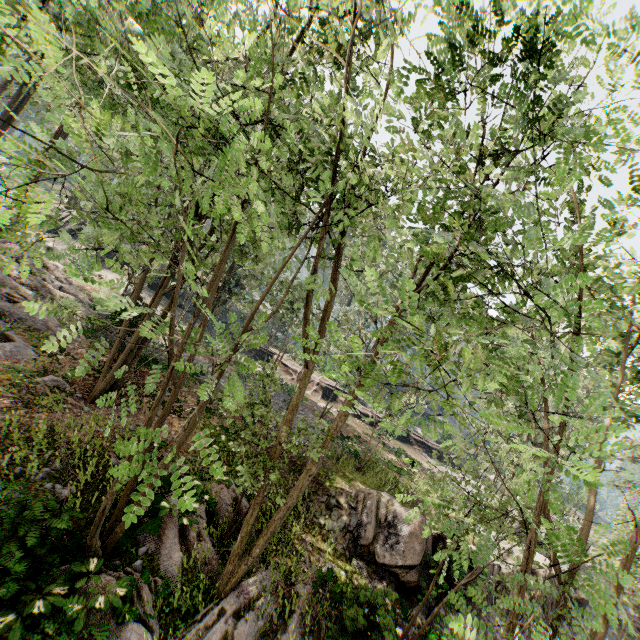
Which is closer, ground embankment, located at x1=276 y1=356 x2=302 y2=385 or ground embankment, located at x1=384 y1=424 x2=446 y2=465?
ground embankment, located at x1=384 y1=424 x2=446 y2=465

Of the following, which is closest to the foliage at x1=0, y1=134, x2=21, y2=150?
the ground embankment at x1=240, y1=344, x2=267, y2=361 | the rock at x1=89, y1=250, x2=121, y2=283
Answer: the ground embankment at x1=240, y1=344, x2=267, y2=361

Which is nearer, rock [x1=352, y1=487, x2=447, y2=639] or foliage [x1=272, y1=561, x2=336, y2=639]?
foliage [x1=272, y1=561, x2=336, y2=639]

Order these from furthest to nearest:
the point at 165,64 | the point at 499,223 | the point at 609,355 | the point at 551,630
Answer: the point at 609,355, the point at 499,223, the point at 551,630, the point at 165,64

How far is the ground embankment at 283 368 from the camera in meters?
35.1 m

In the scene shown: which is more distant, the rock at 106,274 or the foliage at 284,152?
the rock at 106,274

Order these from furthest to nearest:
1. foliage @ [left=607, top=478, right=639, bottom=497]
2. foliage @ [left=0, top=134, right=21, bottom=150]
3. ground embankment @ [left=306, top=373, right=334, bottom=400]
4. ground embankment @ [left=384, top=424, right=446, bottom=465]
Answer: ground embankment @ [left=306, top=373, right=334, bottom=400] → foliage @ [left=607, top=478, right=639, bottom=497] → ground embankment @ [left=384, top=424, right=446, bottom=465] → foliage @ [left=0, top=134, right=21, bottom=150]

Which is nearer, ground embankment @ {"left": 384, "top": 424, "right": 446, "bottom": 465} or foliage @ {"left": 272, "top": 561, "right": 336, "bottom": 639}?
foliage @ {"left": 272, "top": 561, "right": 336, "bottom": 639}
